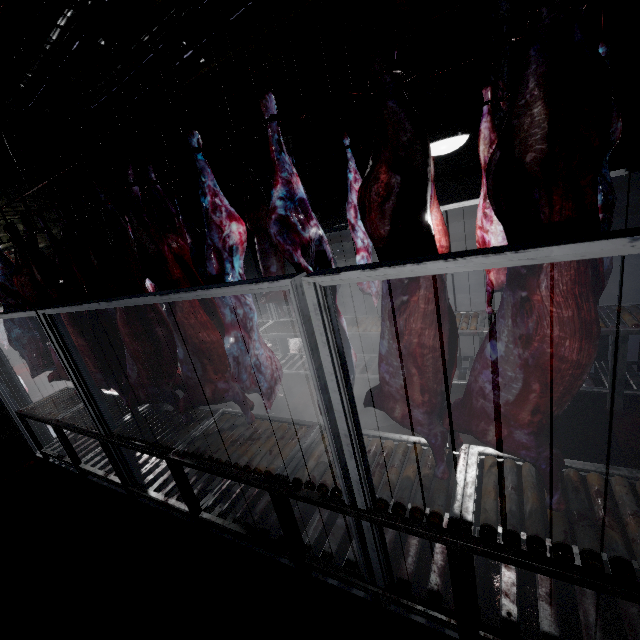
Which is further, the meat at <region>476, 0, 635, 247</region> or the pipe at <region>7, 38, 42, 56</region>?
the pipe at <region>7, 38, 42, 56</region>

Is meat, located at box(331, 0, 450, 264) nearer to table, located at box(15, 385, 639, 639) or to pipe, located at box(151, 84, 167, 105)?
table, located at box(15, 385, 639, 639)

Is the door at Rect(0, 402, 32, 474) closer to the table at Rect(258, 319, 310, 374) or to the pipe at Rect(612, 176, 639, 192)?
the table at Rect(258, 319, 310, 374)

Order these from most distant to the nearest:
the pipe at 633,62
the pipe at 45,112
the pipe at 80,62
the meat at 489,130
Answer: the pipe at 633,62, the pipe at 45,112, the pipe at 80,62, the meat at 489,130

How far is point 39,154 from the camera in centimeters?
441cm

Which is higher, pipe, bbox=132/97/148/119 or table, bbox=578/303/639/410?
pipe, bbox=132/97/148/119

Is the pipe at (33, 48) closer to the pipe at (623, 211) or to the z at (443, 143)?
the pipe at (623, 211)

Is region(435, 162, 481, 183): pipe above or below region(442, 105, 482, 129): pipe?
below
